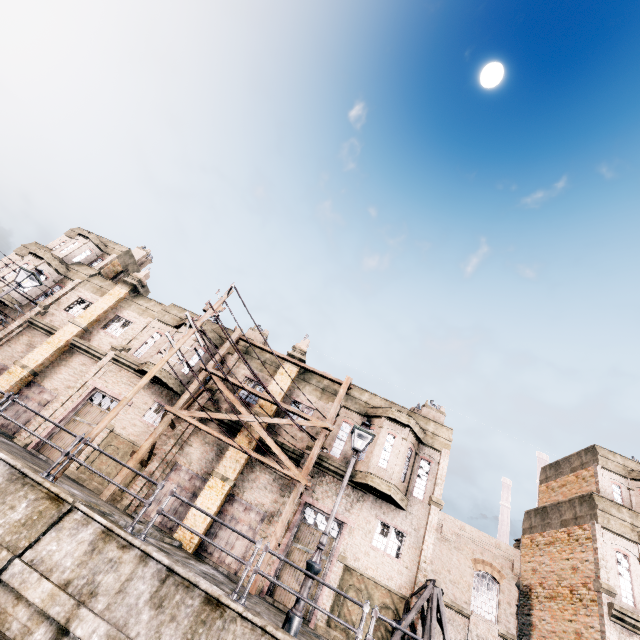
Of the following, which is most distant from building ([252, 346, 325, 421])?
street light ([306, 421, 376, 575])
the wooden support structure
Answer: street light ([306, 421, 376, 575])

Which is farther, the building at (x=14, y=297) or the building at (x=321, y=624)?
the building at (x=14, y=297)

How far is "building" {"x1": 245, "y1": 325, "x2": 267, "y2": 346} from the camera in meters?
26.6

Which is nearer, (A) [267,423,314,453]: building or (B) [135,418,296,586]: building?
(B) [135,418,296,586]: building

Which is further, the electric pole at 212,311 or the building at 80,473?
the building at 80,473

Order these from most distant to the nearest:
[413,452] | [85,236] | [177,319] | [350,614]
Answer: [85,236] → [177,319] → [413,452] → [350,614]

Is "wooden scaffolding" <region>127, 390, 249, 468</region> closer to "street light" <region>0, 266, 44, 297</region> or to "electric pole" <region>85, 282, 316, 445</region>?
"electric pole" <region>85, 282, 316, 445</region>
